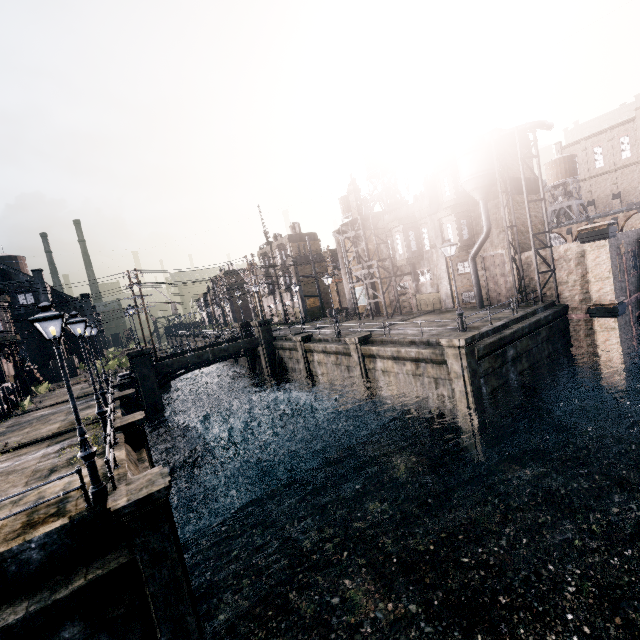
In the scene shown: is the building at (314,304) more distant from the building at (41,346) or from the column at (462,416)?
the column at (462,416)

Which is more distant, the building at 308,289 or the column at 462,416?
the building at 308,289

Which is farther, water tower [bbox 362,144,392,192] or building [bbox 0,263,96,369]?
water tower [bbox 362,144,392,192]

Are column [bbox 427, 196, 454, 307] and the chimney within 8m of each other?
no

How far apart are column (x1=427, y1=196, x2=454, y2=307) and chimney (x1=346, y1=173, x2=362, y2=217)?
9.4 meters

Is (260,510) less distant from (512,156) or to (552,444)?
(552,444)

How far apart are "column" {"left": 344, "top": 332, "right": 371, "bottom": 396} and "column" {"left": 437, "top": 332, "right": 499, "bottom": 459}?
6.9 meters

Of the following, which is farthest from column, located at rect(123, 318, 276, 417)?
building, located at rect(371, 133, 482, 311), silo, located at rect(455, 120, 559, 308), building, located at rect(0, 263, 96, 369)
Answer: silo, located at rect(455, 120, 559, 308)
